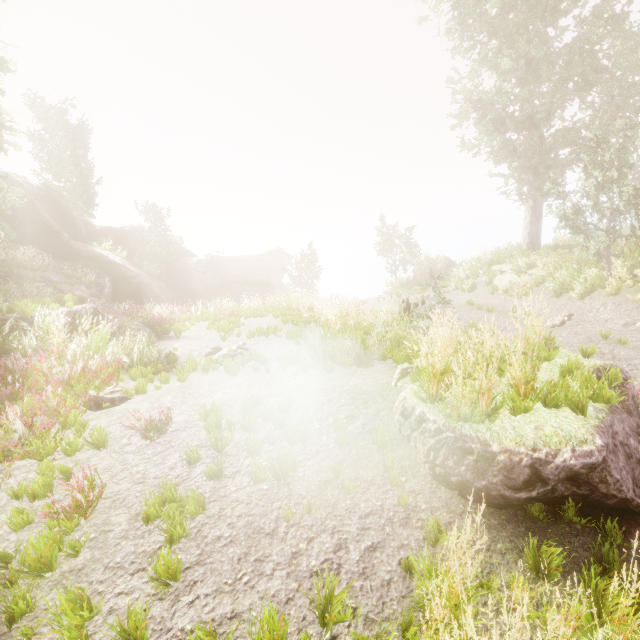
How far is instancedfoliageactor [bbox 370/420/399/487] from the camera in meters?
4.2 m

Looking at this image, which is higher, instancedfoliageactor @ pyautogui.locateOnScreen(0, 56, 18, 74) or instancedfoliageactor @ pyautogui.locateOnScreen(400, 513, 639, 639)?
instancedfoliageactor @ pyautogui.locateOnScreen(0, 56, 18, 74)

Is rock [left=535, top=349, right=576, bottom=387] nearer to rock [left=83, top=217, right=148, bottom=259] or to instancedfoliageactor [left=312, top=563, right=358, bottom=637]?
instancedfoliageactor [left=312, top=563, right=358, bottom=637]

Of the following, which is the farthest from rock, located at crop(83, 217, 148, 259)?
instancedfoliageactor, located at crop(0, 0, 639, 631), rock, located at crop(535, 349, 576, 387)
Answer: rock, located at crop(535, 349, 576, 387)

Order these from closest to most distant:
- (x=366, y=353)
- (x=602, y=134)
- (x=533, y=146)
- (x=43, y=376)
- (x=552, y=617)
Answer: (x=552, y=617) → (x=43, y=376) → (x=366, y=353) → (x=602, y=134) → (x=533, y=146)

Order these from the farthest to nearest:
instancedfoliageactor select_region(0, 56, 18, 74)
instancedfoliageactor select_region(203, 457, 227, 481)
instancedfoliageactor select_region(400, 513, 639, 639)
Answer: instancedfoliageactor select_region(0, 56, 18, 74)
instancedfoliageactor select_region(203, 457, 227, 481)
instancedfoliageactor select_region(400, 513, 639, 639)

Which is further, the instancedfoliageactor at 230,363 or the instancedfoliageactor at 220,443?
the instancedfoliageactor at 230,363
